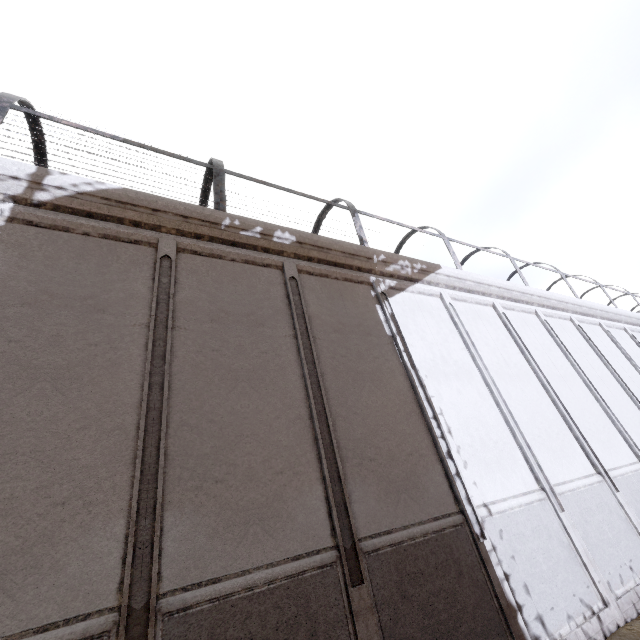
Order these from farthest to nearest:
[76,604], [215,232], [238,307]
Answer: [215,232] → [238,307] → [76,604]
